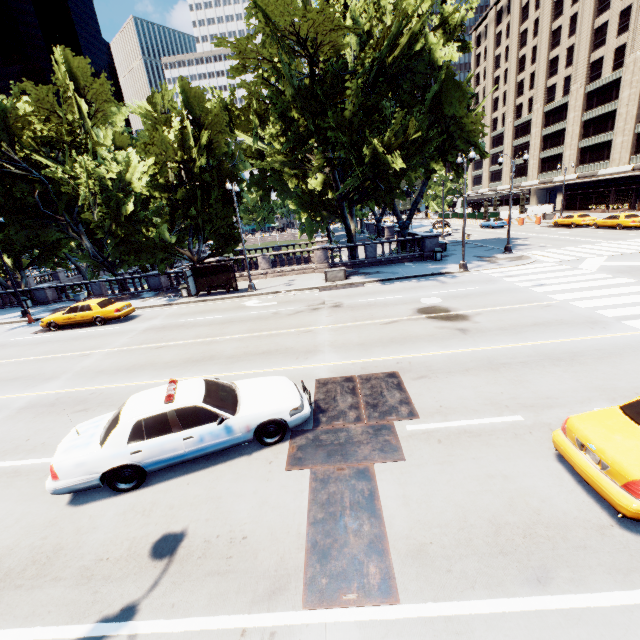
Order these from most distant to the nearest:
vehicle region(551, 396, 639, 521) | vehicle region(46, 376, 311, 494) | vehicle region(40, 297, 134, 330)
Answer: vehicle region(40, 297, 134, 330), vehicle region(46, 376, 311, 494), vehicle region(551, 396, 639, 521)

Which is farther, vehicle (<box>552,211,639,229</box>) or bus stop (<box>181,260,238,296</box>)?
vehicle (<box>552,211,639,229</box>)

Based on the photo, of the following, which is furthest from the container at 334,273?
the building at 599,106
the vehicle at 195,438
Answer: the building at 599,106

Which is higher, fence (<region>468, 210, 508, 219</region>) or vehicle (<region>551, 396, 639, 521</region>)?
fence (<region>468, 210, 508, 219</region>)

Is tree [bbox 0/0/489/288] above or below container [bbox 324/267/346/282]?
above

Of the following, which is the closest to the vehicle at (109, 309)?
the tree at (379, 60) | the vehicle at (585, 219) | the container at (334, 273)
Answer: the tree at (379, 60)

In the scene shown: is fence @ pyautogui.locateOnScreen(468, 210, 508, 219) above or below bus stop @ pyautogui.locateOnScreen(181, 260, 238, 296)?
above

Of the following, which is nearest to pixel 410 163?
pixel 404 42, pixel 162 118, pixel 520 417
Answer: pixel 404 42
